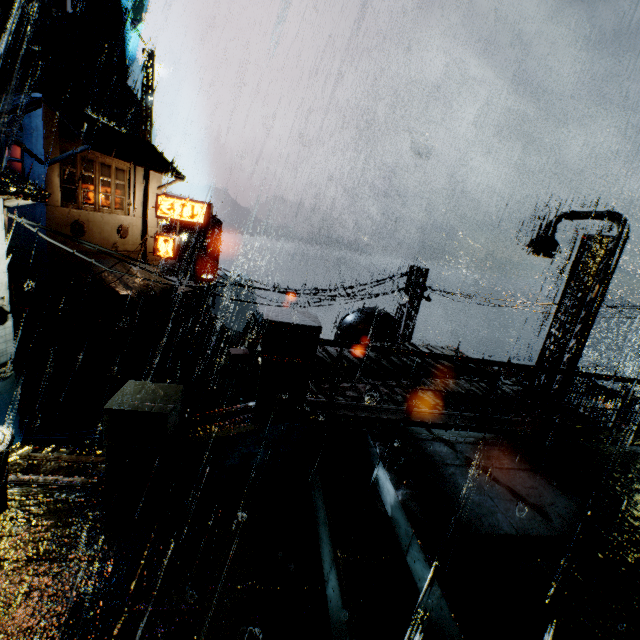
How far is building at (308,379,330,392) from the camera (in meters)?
7.97

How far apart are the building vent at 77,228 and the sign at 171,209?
5.0 meters

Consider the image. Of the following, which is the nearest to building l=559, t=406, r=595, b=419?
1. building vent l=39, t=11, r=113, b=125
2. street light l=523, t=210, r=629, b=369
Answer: street light l=523, t=210, r=629, b=369

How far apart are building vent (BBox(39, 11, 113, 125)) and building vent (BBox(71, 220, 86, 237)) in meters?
26.6

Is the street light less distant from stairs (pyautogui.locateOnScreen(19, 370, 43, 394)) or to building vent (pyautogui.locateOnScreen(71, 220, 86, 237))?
stairs (pyautogui.locateOnScreen(19, 370, 43, 394))

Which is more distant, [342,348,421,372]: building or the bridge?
[342,348,421,372]: building

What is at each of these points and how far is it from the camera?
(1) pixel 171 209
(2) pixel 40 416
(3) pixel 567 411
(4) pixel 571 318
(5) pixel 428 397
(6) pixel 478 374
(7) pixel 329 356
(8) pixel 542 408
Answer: (1) sign, 22.3m
(2) stairs, 16.8m
(3) building, 9.5m
(4) street light, 11.1m
(5) building, 8.9m
(6) building, 11.3m
(7) building, 10.5m
(8) building, 9.4m

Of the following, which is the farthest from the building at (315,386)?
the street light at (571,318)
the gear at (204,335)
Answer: the gear at (204,335)
